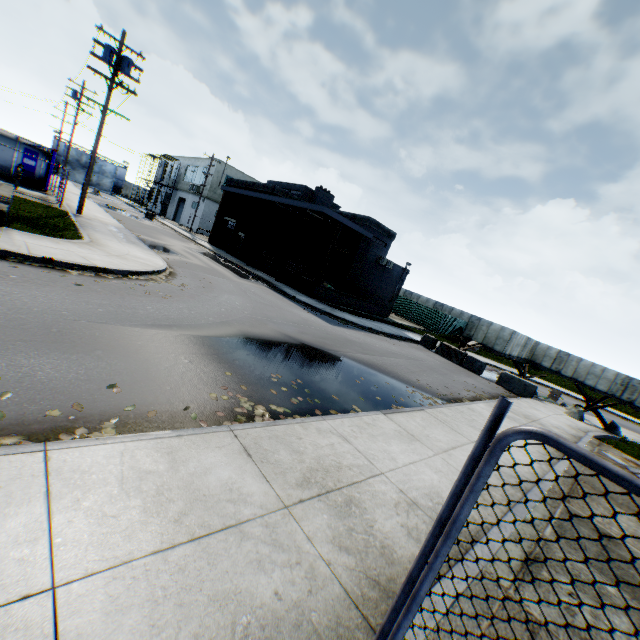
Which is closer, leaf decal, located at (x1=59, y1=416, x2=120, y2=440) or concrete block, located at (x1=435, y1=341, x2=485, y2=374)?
leaf decal, located at (x1=59, y1=416, x2=120, y2=440)

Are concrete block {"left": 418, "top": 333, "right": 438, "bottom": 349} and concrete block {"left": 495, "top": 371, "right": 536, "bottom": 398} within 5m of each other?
yes

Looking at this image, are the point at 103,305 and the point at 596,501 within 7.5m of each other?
no

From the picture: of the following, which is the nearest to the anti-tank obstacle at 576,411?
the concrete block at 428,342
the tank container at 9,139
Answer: the concrete block at 428,342

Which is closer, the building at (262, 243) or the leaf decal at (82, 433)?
the leaf decal at (82, 433)

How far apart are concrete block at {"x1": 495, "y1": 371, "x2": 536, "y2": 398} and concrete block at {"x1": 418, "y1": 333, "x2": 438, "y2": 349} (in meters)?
4.36

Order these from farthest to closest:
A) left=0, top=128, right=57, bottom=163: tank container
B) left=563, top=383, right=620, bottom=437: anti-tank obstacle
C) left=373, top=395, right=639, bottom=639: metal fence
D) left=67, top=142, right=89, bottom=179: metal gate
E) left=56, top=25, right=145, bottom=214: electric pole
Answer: left=67, top=142, right=89, bottom=179: metal gate < left=0, top=128, right=57, bottom=163: tank container < left=56, top=25, right=145, bottom=214: electric pole < left=563, top=383, right=620, bottom=437: anti-tank obstacle < left=373, top=395, right=639, bottom=639: metal fence

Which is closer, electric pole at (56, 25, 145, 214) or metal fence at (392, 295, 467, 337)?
electric pole at (56, 25, 145, 214)
